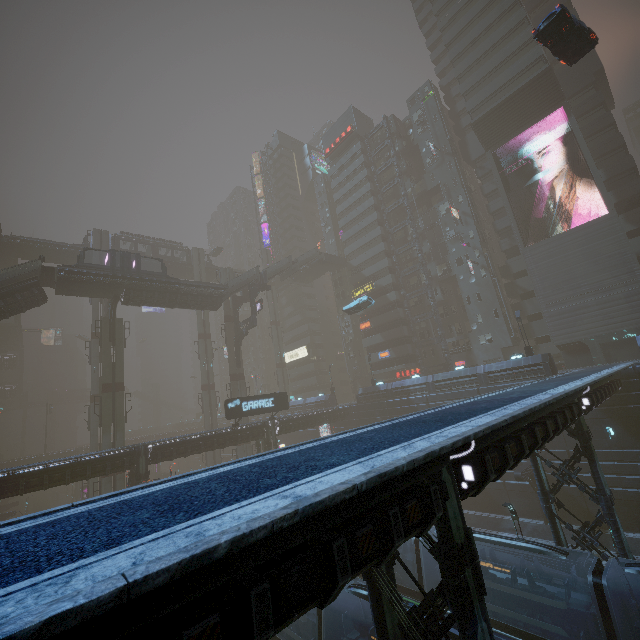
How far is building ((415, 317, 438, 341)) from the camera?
50.8 meters

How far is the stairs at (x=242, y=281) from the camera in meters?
44.5

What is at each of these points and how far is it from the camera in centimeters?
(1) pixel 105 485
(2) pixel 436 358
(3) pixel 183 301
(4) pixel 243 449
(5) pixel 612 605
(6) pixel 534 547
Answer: (1) sm, 3428cm
(2) building, 4975cm
(3) building, 4072cm
(4) sm, 4475cm
(5) train, 1212cm
(6) train, 1475cm

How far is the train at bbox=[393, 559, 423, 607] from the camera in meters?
17.8

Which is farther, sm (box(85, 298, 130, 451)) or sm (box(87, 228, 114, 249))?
sm (box(87, 228, 114, 249))

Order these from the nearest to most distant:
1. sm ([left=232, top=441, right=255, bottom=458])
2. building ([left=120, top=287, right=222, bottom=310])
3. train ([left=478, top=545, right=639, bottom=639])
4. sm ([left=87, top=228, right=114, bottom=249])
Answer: train ([left=478, top=545, right=639, bottom=639]) < building ([left=120, top=287, right=222, bottom=310]) < sm ([left=232, top=441, right=255, bottom=458]) < sm ([left=87, top=228, right=114, bottom=249])

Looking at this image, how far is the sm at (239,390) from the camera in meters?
46.7 m

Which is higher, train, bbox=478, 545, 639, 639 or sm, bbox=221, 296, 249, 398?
sm, bbox=221, 296, 249, 398
